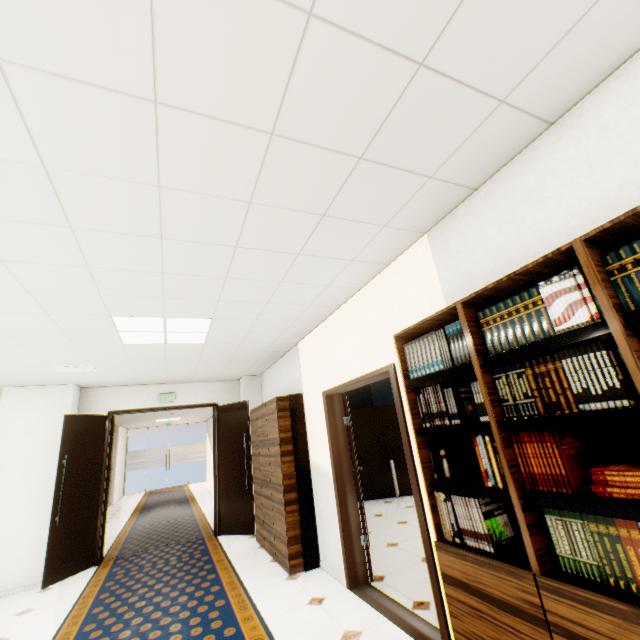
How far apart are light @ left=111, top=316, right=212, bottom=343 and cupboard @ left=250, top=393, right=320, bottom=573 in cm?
130

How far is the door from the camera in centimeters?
500cm

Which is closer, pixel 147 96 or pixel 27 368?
pixel 147 96

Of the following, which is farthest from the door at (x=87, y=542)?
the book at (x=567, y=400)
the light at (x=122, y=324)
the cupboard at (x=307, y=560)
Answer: the book at (x=567, y=400)

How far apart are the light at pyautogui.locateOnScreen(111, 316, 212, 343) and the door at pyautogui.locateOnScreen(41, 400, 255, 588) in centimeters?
258cm

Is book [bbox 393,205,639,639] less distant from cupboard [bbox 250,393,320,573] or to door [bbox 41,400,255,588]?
cupboard [bbox 250,393,320,573]

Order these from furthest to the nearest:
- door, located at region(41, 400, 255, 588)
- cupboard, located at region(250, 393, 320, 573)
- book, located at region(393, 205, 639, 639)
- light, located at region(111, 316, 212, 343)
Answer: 1. door, located at region(41, 400, 255, 588)
2. cupboard, located at region(250, 393, 320, 573)
3. light, located at region(111, 316, 212, 343)
4. book, located at region(393, 205, 639, 639)

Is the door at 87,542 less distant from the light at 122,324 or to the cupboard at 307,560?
the cupboard at 307,560
